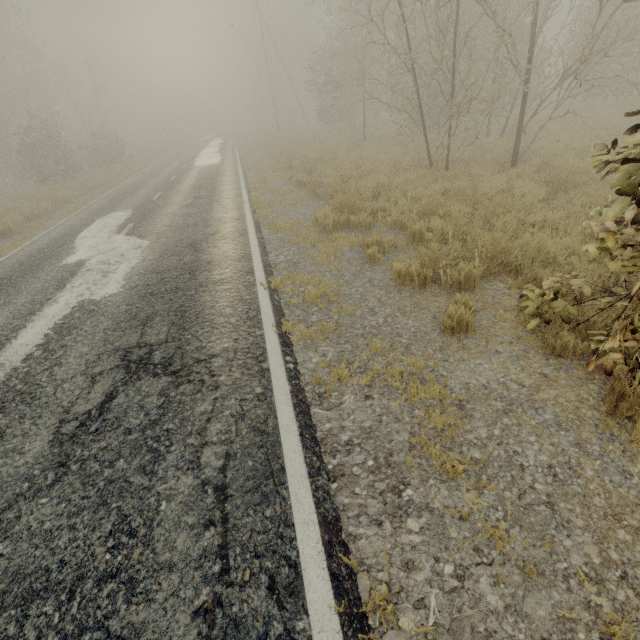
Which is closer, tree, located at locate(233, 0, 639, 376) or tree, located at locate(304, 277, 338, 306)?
tree, located at locate(233, 0, 639, 376)

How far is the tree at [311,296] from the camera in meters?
5.0 m

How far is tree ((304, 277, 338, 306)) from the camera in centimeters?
505cm

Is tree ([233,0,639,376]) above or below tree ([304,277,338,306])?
above

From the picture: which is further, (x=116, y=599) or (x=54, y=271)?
(x=54, y=271)

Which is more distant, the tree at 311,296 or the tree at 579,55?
the tree at 311,296
